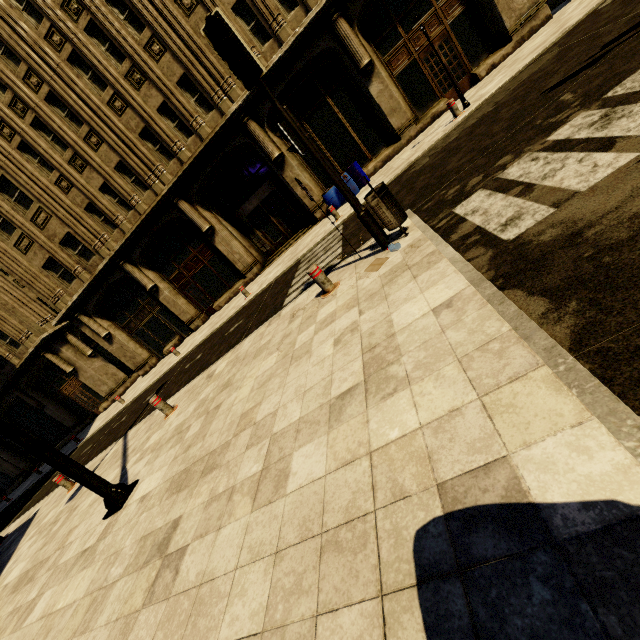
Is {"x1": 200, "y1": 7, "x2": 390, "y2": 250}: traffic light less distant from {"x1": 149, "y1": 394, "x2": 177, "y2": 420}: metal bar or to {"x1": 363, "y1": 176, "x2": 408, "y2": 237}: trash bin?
{"x1": 363, "y1": 176, "x2": 408, "y2": 237}: trash bin

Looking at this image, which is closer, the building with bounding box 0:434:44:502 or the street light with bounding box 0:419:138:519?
the street light with bounding box 0:419:138:519

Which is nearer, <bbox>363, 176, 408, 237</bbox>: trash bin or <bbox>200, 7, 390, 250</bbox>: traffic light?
<bbox>200, 7, 390, 250</bbox>: traffic light

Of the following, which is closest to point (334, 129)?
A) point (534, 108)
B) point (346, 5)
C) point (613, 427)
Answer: point (346, 5)

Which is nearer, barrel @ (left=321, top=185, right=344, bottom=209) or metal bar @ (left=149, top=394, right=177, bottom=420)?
metal bar @ (left=149, top=394, right=177, bottom=420)

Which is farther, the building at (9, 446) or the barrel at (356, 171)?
the building at (9, 446)

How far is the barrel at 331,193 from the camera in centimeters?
1425cm

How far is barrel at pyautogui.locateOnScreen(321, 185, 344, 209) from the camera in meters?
14.2 m
